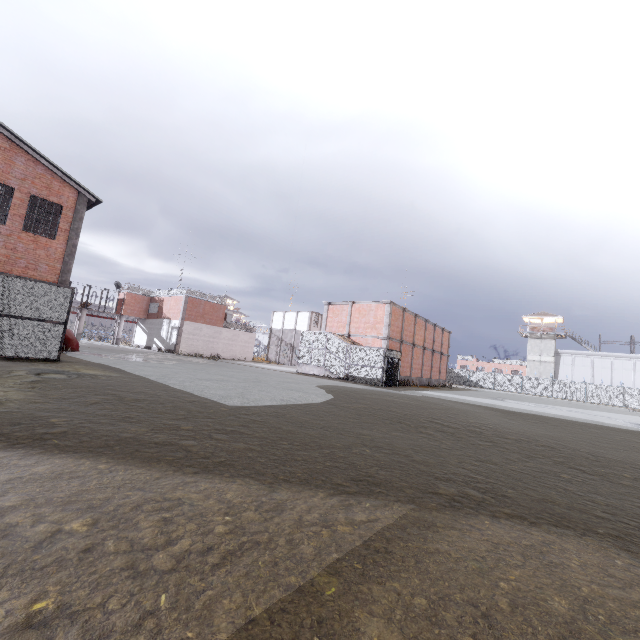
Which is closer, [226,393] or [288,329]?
[226,393]

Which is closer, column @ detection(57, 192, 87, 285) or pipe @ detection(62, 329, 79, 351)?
column @ detection(57, 192, 87, 285)

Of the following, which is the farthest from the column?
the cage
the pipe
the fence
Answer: the fence

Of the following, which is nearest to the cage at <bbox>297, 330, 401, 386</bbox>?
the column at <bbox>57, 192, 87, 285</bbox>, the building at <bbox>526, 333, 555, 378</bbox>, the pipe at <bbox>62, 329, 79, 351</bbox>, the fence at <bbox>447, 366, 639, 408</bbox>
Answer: the fence at <bbox>447, 366, 639, 408</bbox>

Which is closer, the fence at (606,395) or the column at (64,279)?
the column at (64,279)

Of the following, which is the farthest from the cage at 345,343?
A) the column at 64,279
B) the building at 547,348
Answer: the building at 547,348

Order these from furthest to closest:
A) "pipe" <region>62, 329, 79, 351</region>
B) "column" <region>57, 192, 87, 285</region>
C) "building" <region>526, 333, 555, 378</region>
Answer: "building" <region>526, 333, 555, 378</region> → "pipe" <region>62, 329, 79, 351</region> → "column" <region>57, 192, 87, 285</region>
